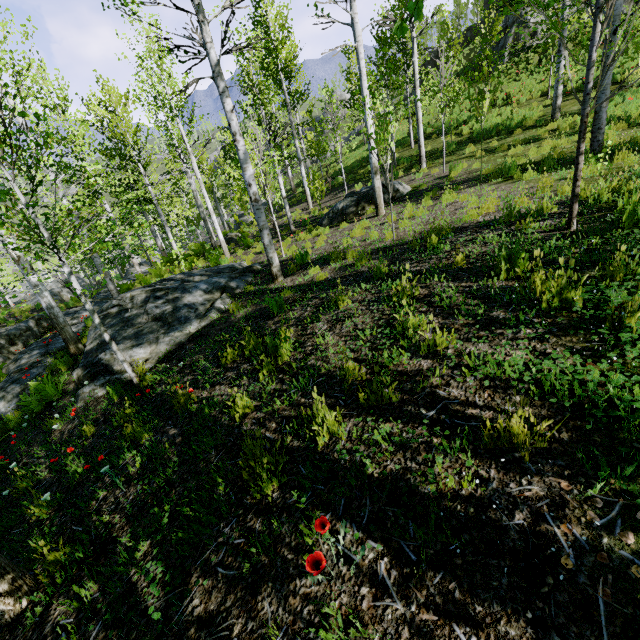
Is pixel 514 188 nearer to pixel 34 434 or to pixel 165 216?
pixel 34 434

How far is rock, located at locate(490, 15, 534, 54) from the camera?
21.19m

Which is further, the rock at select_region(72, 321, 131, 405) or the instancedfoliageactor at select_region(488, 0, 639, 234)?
the rock at select_region(72, 321, 131, 405)

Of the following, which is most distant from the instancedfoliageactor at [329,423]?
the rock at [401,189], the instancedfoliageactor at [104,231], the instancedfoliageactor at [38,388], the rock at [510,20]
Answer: the rock at [510,20]

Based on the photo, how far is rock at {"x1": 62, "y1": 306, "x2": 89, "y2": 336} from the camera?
12.7m

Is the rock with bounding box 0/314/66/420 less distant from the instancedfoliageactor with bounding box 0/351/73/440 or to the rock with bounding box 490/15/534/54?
the instancedfoliageactor with bounding box 0/351/73/440

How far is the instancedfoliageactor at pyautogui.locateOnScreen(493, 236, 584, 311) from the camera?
2.8 meters

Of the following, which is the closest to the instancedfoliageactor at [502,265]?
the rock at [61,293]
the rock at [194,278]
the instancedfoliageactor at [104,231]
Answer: the rock at [61,293]
